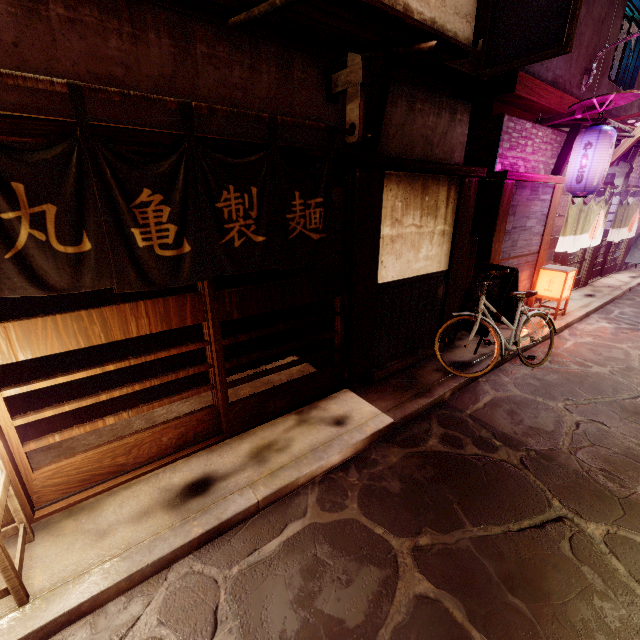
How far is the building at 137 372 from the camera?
7.3m

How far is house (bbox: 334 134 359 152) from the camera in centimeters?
659cm

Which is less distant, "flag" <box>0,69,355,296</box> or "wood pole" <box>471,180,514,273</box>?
"flag" <box>0,69,355,296</box>

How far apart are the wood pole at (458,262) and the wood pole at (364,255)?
3.0m

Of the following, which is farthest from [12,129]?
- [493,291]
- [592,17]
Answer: [592,17]

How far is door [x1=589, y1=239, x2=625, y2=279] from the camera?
19.6m

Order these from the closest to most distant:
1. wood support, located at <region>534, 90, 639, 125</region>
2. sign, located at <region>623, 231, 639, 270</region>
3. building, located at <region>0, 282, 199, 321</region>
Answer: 1. building, located at <region>0, 282, 199, 321</region>
2. wood support, located at <region>534, 90, 639, 125</region>
3. sign, located at <region>623, 231, 639, 270</region>

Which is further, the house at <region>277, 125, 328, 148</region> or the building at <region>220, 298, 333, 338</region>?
the building at <region>220, 298, 333, 338</region>
